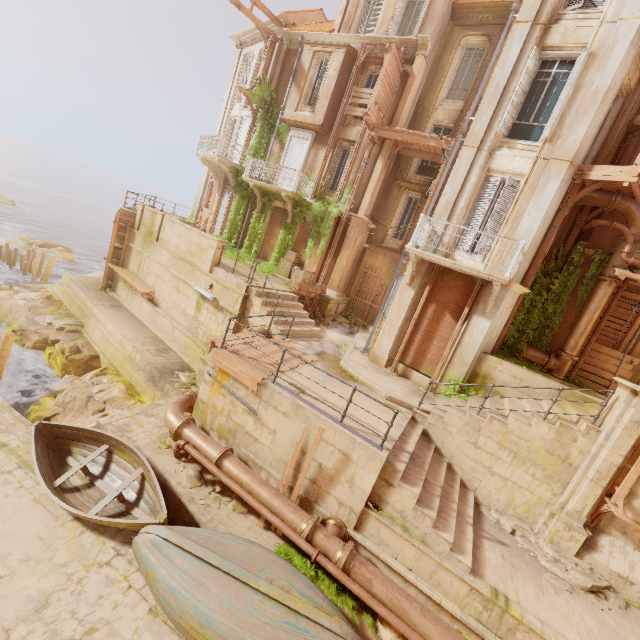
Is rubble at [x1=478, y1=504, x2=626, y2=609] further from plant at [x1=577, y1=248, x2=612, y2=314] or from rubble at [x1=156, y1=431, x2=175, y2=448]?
rubble at [x1=156, y1=431, x2=175, y2=448]

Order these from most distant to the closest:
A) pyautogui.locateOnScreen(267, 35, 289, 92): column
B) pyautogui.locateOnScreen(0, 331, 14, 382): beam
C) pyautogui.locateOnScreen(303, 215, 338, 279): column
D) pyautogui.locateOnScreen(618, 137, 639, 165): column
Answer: pyautogui.locateOnScreen(267, 35, 289, 92): column < pyautogui.locateOnScreen(303, 215, 338, 279): column < pyautogui.locateOnScreen(0, 331, 14, 382): beam < pyautogui.locateOnScreen(618, 137, 639, 165): column

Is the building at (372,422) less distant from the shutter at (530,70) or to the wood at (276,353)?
the wood at (276,353)

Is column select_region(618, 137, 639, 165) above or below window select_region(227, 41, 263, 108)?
below

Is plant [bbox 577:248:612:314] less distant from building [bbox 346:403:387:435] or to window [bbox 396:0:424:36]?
building [bbox 346:403:387:435]

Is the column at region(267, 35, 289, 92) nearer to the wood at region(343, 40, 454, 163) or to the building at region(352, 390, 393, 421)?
the wood at region(343, 40, 454, 163)

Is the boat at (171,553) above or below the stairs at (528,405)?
below

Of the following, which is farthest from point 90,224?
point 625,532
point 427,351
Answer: point 625,532
